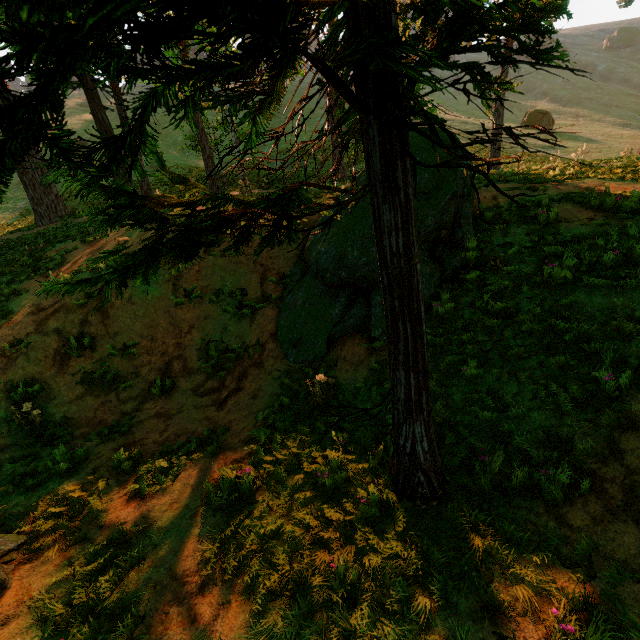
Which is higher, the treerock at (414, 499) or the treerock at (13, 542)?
the treerock at (414, 499)

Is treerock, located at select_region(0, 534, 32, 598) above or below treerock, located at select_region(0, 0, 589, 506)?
below

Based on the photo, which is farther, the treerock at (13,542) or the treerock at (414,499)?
the treerock at (13,542)

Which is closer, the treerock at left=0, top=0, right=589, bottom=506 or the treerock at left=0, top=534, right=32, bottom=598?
the treerock at left=0, top=0, right=589, bottom=506

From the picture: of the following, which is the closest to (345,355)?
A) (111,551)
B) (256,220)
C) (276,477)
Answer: (276,477)
